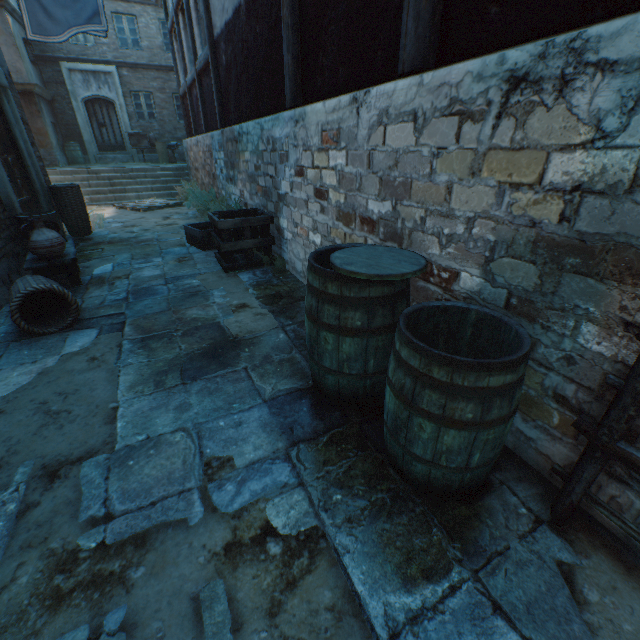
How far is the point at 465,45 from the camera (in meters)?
1.73

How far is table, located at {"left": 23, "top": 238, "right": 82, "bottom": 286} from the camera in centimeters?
376cm

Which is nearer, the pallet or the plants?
the plants

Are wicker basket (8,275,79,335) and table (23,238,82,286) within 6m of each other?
yes

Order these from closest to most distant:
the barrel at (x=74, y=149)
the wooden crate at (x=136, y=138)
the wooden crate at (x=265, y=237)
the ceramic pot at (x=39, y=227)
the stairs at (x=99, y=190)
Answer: the ceramic pot at (x=39, y=227)
the wooden crate at (x=265, y=237)
the stairs at (x=99, y=190)
the wooden crate at (x=136, y=138)
the barrel at (x=74, y=149)

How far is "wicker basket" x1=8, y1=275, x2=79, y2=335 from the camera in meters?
2.9

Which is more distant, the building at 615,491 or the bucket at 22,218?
the bucket at 22,218

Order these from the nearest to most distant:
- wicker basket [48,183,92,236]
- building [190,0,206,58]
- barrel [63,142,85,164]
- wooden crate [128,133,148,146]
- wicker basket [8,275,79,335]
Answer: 1. wicker basket [8,275,79,335]
2. wicker basket [48,183,92,236]
3. building [190,0,206,58]
4. wooden crate [128,133,148,146]
5. barrel [63,142,85,164]
